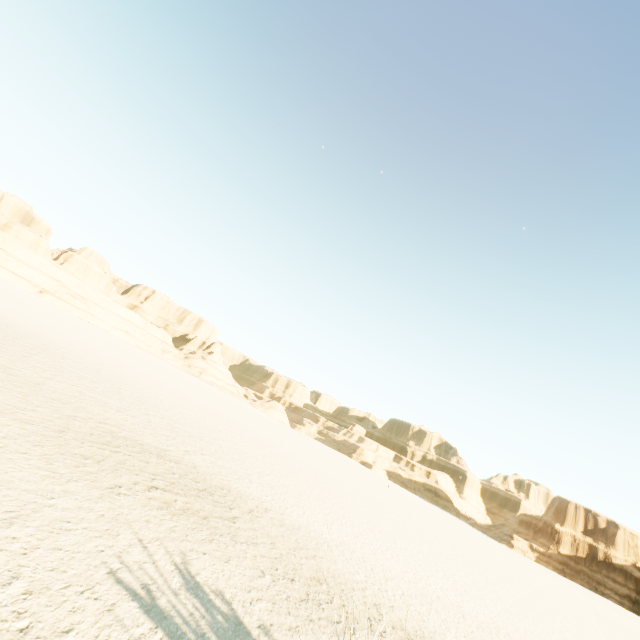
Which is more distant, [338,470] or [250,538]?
[338,470]
